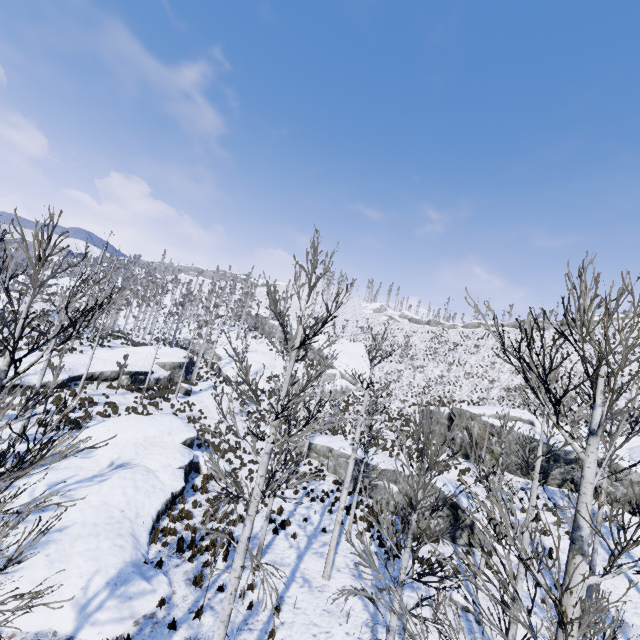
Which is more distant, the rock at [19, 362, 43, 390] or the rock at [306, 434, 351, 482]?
the rock at [306, 434, 351, 482]

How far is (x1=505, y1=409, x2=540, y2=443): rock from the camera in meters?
22.0 m

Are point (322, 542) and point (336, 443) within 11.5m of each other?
yes

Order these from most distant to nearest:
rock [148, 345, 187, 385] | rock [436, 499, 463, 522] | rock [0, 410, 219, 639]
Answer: rock [148, 345, 187, 385]
rock [436, 499, 463, 522]
rock [0, 410, 219, 639]

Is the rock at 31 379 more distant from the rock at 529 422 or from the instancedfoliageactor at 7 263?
the rock at 529 422

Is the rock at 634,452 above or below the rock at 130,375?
above

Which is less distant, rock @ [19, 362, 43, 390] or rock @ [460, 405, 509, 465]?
rock @ [19, 362, 43, 390]
